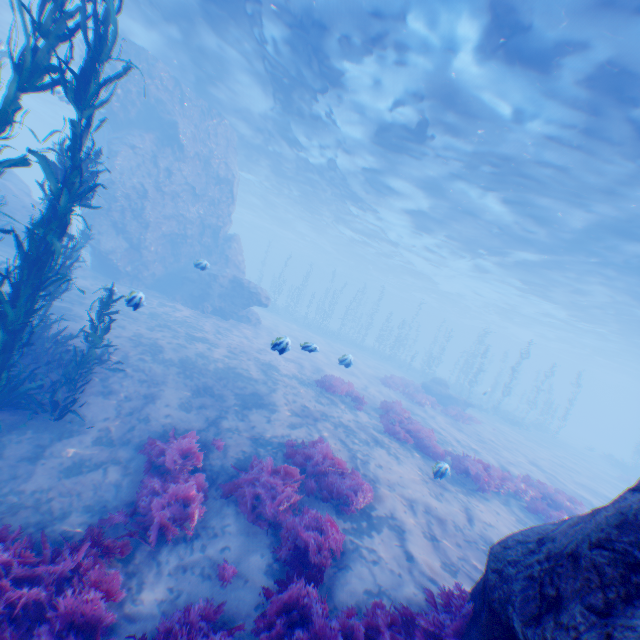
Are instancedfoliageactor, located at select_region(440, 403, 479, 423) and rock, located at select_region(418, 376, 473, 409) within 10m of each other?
yes

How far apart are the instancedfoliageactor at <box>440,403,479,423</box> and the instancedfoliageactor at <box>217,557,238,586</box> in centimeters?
1833cm

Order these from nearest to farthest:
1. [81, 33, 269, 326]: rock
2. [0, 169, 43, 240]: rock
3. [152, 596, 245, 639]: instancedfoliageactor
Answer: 1. [152, 596, 245, 639]: instancedfoliageactor
2. [0, 169, 43, 240]: rock
3. [81, 33, 269, 326]: rock

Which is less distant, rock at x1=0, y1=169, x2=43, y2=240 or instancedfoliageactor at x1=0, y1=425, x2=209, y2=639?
instancedfoliageactor at x1=0, y1=425, x2=209, y2=639

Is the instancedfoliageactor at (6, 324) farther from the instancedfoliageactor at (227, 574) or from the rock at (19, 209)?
the instancedfoliageactor at (227, 574)

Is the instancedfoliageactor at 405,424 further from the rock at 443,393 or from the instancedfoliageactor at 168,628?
the rock at 443,393

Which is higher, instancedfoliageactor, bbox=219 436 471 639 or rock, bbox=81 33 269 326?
rock, bbox=81 33 269 326

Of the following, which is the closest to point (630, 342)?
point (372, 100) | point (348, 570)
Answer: point (372, 100)
